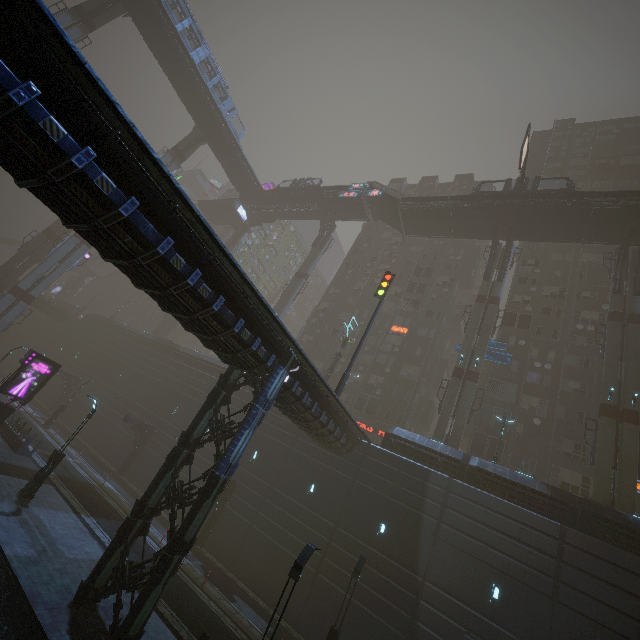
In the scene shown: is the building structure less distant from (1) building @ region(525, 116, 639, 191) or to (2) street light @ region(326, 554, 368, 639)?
(1) building @ region(525, 116, 639, 191)

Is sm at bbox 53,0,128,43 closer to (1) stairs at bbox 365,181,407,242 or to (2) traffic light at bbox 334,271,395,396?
(1) stairs at bbox 365,181,407,242

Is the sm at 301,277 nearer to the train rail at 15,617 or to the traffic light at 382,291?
the train rail at 15,617

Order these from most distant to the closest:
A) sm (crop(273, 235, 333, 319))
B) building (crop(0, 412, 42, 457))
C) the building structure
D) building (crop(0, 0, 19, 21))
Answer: sm (crop(273, 235, 333, 319)), the building structure, building (crop(0, 412, 42, 457)), building (crop(0, 0, 19, 21))

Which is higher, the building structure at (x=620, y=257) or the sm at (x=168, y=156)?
the building structure at (x=620, y=257)

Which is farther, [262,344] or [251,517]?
[251,517]

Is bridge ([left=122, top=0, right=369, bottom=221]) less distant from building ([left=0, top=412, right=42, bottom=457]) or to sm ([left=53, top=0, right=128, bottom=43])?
sm ([left=53, top=0, right=128, bottom=43])

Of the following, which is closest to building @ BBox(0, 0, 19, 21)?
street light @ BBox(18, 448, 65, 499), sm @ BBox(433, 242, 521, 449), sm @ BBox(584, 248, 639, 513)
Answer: sm @ BBox(584, 248, 639, 513)
